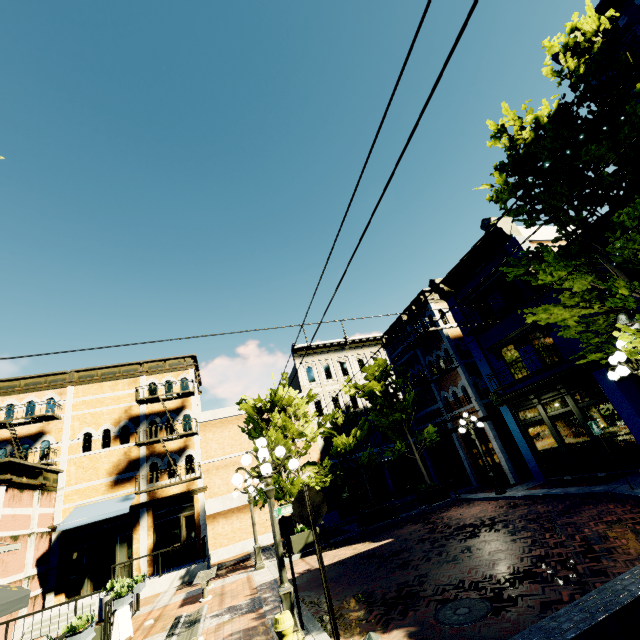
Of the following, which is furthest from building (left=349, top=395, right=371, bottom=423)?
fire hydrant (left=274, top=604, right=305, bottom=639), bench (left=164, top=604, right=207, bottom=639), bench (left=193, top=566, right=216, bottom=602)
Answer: bench (left=164, top=604, right=207, bottom=639)

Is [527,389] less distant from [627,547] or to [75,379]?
[627,547]

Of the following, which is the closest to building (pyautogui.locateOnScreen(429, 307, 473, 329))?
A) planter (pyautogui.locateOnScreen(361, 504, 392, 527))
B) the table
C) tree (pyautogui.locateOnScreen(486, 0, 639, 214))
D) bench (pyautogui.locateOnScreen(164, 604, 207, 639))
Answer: tree (pyautogui.locateOnScreen(486, 0, 639, 214))

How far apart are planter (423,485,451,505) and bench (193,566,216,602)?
10.5 meters

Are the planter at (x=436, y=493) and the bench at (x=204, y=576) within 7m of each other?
no

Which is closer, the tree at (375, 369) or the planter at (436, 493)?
the planter at (436, 493)

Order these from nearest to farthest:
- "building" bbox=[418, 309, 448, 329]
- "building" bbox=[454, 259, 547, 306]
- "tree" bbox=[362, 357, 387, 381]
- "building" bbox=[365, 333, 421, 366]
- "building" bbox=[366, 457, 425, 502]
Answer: "building" bbox=[454, 259, 547, 306], "tree" bbox=[362, 357, 387, 381], "building" bbox=[418, 309, 448, 329], "building" bbox=[365, 333, 421, 366], "building" bbox=[366, 457, 425, 502]

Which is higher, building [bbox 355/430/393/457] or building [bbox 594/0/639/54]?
building [bbox 594/0/639/54]
